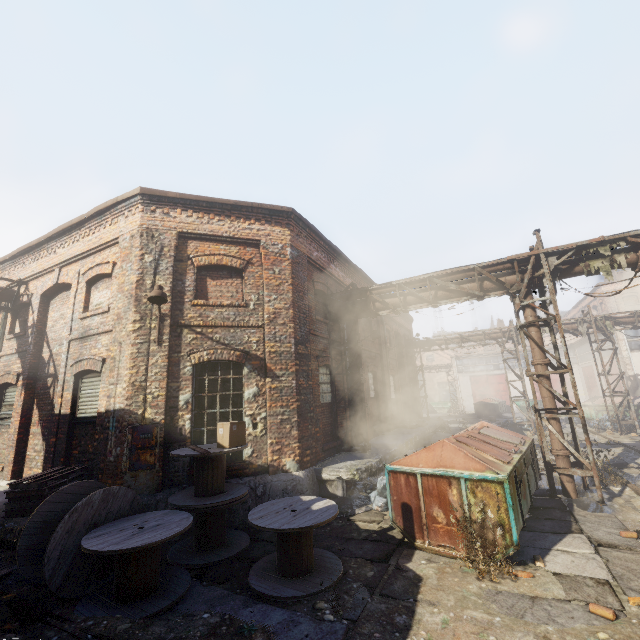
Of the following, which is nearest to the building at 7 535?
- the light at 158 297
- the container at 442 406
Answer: the light at 158 297

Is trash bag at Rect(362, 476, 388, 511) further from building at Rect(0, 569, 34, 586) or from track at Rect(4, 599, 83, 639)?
track at Rect(4, 599, 83, 639)

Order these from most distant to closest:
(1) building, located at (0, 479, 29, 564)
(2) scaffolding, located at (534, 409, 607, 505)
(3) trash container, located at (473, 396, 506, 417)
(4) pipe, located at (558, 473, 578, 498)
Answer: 1. (3) trash container, located at (473, 396, 506, 417)
2. (4) pipe, located at (558, 473, 578, 498)
3. (2) scaffolding, located at (534, 409, 607, 505)
4. (1) building, located at (0, 479, 29, 564)

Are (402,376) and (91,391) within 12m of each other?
no

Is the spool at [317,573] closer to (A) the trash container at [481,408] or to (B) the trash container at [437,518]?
(B) the trash container at [437,518]

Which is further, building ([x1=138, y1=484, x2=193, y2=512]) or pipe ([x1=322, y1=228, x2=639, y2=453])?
pipe ([x1=322, y1=228, x2=639, y2=453])

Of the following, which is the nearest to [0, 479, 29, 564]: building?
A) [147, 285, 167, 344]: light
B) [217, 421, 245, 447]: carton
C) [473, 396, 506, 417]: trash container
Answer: [217, 421, 245, 447]: carton

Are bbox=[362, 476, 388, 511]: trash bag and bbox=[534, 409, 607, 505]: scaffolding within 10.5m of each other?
yes
